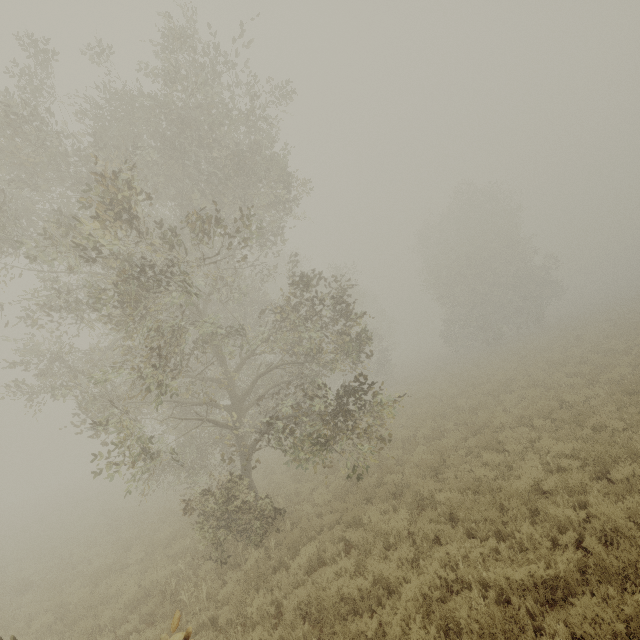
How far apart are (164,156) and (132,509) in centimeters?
1884cm

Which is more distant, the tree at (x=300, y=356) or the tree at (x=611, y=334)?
the tree at (x=300, y=356)

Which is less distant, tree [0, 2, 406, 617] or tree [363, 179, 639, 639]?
tree [363, 179, 639, 639]
